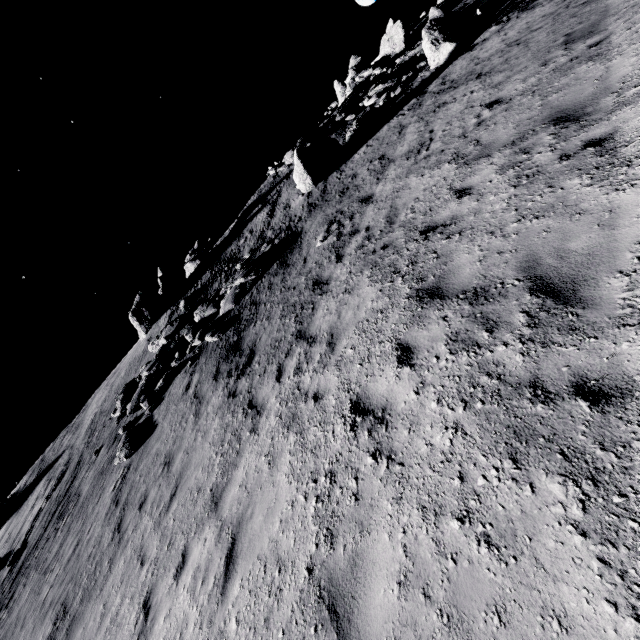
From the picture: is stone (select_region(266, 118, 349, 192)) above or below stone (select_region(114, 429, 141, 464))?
above

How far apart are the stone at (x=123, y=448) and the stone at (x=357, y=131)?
17.8 meters

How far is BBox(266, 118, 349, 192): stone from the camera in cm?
1639

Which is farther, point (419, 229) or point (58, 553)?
point (58, 553)

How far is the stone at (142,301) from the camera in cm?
2214

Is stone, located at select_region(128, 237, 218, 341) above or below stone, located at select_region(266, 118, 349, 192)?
above

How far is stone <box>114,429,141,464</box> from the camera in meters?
12.2

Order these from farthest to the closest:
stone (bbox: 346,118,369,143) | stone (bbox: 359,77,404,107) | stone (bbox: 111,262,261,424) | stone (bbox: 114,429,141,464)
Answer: stone (bbox: 359,77,404,107), stone (bbox: 346,118,369,143), stone (bbox: 111,262,261,424), stone (bbox: 114,429,141,464)
